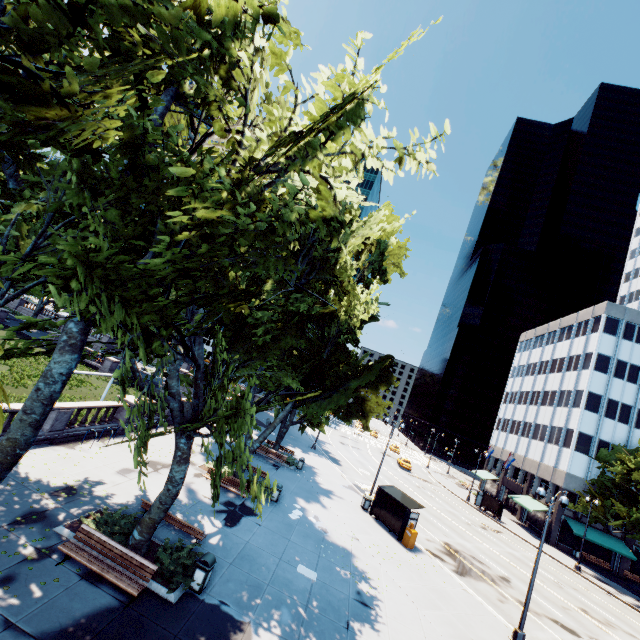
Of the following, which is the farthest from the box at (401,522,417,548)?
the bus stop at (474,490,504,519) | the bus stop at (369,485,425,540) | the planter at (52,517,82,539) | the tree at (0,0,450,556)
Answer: the bus stop at (474,490,504,519)

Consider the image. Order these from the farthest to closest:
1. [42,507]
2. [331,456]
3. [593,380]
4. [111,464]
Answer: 1. [593,380]
2. [331,456]
3. [111,464]
4. [42,507]

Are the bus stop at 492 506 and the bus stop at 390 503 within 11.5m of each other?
no

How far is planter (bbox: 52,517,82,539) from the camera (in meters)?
10.88

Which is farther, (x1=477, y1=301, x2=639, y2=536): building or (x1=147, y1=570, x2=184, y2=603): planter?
(x1=477, y1=301, x2=639, y2=536): building

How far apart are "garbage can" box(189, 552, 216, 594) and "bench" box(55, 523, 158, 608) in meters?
1.4 m

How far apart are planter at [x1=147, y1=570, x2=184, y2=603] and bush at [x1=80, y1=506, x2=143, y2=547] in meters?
0.0 m

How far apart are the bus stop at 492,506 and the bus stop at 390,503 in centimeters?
2548cm
